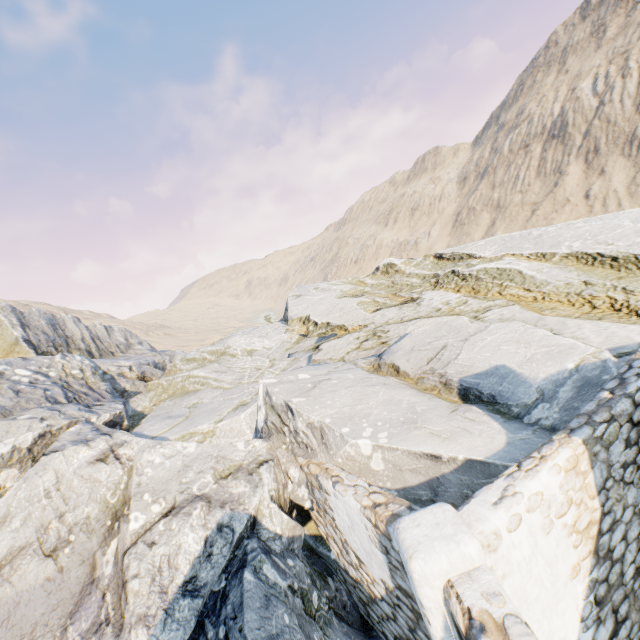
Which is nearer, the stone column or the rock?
the stone column

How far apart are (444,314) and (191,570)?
9.42m

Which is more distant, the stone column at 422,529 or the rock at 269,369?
the rock at 269,369
